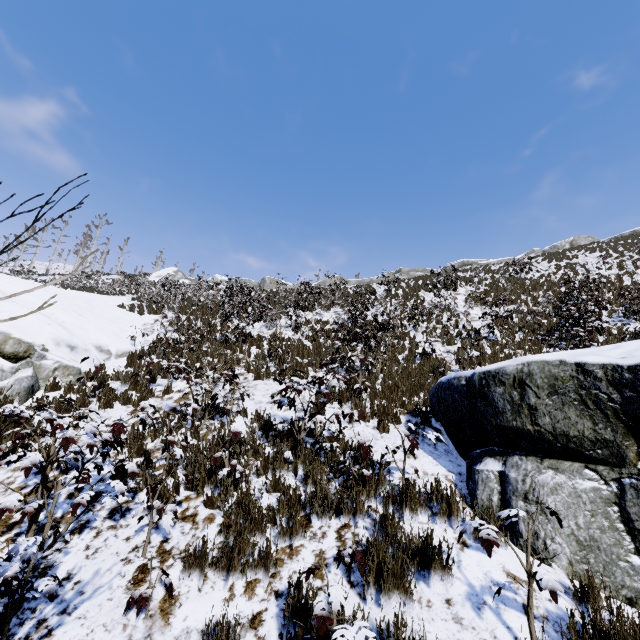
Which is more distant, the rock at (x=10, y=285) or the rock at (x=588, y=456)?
the rock at (x=10, y=285)

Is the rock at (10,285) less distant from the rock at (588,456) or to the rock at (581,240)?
the rock at (588,456)

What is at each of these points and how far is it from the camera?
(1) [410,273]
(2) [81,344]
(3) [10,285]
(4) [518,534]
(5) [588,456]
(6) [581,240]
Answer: (1) rock, 35.5m
(2) rock, 9.4m
(3) rock, 10.9m
(4) rock, 3.5m
(5) rock, 3.5m
(6) rock, 35.5m

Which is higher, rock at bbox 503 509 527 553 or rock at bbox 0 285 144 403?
rock at bbox 0 285 144 403

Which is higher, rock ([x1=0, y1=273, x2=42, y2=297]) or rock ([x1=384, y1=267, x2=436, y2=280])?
rock ([x1=384, y1=267, x2=436, y2=280])

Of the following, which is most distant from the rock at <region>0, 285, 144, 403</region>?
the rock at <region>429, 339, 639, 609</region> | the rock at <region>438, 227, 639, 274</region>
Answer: the rock at <region>438, 227, 639, 274</region>

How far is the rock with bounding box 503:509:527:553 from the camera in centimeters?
342cm
